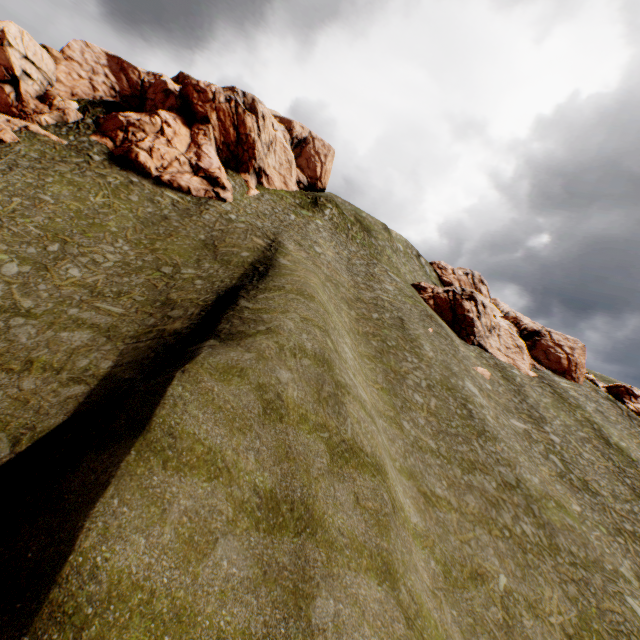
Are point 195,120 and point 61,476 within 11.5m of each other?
no

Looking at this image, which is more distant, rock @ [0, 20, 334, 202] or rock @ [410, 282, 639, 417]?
rock @ [410, 282, 639, 417]

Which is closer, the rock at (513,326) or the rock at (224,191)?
the rock at (224,191)

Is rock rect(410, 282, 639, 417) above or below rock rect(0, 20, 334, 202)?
below

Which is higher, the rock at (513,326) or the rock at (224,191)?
the rock at (224,191)
